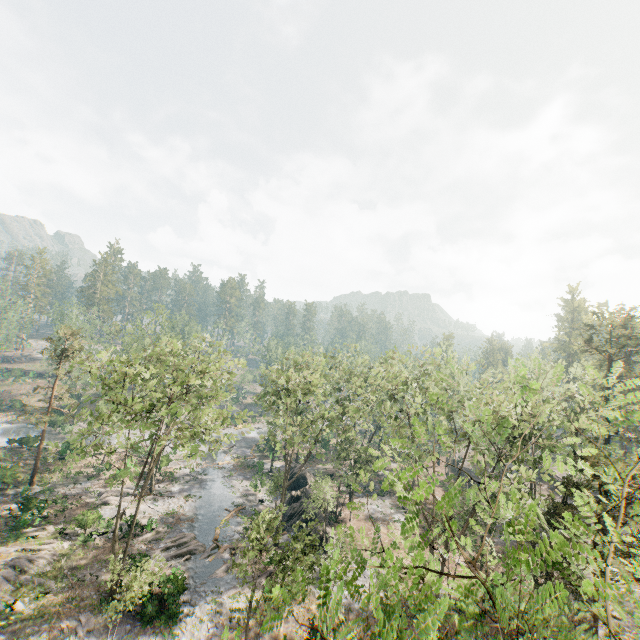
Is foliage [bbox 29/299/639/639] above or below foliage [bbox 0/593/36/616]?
above

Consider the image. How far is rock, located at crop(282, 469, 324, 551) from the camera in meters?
31.9 m

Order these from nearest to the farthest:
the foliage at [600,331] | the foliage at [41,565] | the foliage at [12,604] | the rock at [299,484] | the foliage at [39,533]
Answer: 1. the foliage at [600,331]
2. the foliage at [12,604]
3. the foliage at [41,565]
4. the foliage at [39,533]
5. the rock at [299,484]

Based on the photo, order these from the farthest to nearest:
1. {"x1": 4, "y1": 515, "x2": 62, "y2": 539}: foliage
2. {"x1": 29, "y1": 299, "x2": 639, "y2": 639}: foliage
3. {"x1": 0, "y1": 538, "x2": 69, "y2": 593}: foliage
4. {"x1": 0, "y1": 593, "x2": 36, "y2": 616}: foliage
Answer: {"x1": 4, "y1": 515, "x2": 62, "y2": 539}: foliage → {"x1": 0, "y1": 538, "x2": 69, "y2": 593}: foliage → {"x1": 0, "y1": 593, "x2": 36, "y2": 616}: foliage → {"x1": 29, "y1": 299, "x2": 639, "y2": 639}: foliage

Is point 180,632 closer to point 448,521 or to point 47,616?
point 47,616

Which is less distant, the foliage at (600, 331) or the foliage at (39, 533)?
the foliage at (600, 331)

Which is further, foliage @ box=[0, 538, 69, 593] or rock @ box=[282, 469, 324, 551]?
rock @ box=[282, 469, 324, 551]
